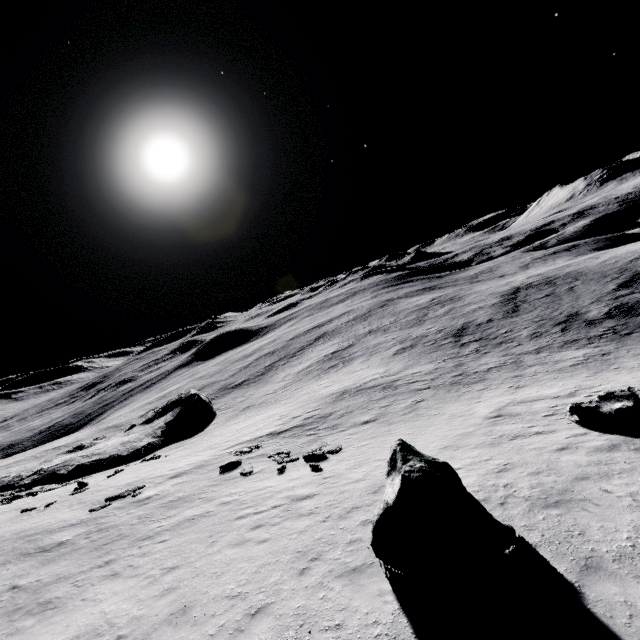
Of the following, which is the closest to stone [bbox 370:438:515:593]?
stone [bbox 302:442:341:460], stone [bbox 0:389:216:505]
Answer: stone [bbox 302:442:341:460]

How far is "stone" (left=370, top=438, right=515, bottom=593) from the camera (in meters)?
6.45

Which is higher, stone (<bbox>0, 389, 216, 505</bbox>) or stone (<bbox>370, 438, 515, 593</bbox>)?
stone (<bbox>370, 438, 515, 593</bbox>)

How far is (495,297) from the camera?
52.6 meters

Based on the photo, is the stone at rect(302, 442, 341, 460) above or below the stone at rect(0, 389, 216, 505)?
above

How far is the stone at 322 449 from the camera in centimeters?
1705cm

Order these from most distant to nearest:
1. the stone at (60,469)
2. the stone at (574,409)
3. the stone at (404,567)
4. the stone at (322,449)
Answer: the stone at (60,469)
the stone at (322,449)
the stone at (574,409)
the stone at (404,567)

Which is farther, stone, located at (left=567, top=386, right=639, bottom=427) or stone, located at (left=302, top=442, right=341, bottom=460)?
stone, located at (left=302, top=442, right=341, bottom=460)
